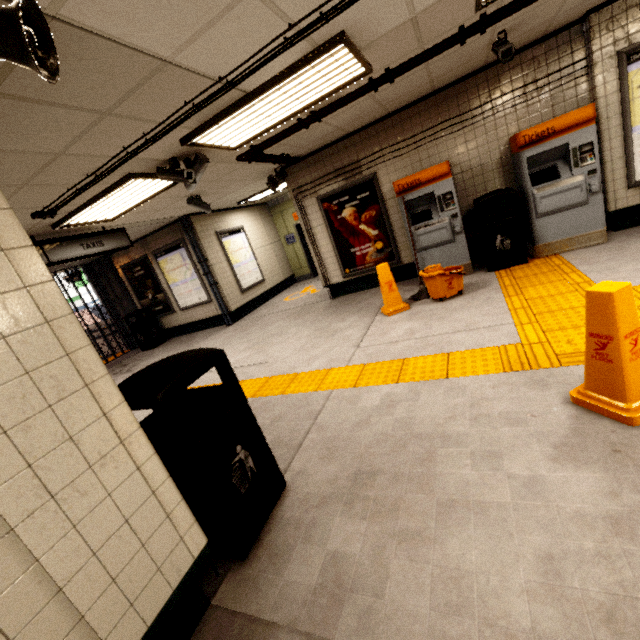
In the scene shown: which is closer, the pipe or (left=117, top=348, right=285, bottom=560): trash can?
(left=117, top=348, right=285, bottom=560): trash can

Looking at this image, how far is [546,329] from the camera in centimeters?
307cm

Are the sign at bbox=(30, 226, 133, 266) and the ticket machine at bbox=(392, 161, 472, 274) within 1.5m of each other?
no

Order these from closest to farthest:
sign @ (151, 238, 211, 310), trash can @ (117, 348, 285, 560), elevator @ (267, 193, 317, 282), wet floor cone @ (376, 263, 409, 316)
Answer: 1. trash can @ (117, 348, 285, 560)
2. wet floor cone @ (376, 263, 409, 316)
3. sign @ (151, 238, 211, 310)
4. elevator @ (267, 193, 317, 282)

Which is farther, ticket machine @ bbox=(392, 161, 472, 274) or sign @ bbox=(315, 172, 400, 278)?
sign @ bbox=(315, 172, 400, 278)

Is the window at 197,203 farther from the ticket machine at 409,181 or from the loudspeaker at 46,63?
the loudspeaker at 46,63

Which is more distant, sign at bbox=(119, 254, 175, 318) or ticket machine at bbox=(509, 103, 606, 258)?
sign at bbox=(119, 254, 175, 318)

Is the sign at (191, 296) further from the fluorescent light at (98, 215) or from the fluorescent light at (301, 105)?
the fluorescent light at (301, 105)
